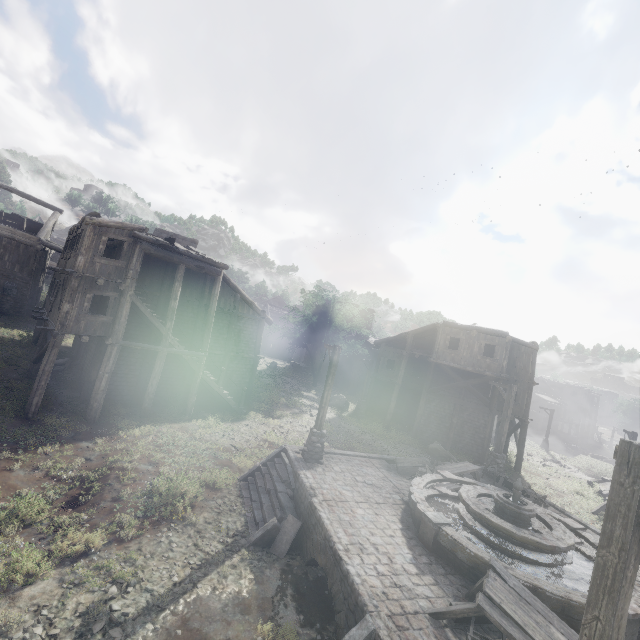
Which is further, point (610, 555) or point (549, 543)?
point (549, 543)

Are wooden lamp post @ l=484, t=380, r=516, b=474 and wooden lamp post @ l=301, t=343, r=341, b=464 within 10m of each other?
yes

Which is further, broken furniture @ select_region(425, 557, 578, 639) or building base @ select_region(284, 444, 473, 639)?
building base @ select_region(284, 444, 473, 639)

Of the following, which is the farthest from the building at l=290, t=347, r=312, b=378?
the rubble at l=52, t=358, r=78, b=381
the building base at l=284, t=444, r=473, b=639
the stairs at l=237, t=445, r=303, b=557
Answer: the stairs at l=237, t=445, r=303, b=557

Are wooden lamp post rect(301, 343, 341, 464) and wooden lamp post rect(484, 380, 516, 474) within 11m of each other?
yes

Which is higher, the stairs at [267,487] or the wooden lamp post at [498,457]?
the wooden lamp post at [498,457]

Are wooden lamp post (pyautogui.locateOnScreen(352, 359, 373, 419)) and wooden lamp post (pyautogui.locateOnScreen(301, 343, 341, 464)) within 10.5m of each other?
no

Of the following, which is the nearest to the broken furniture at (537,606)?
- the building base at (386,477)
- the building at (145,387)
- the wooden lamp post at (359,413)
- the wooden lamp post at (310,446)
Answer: the building base at (386,477)
